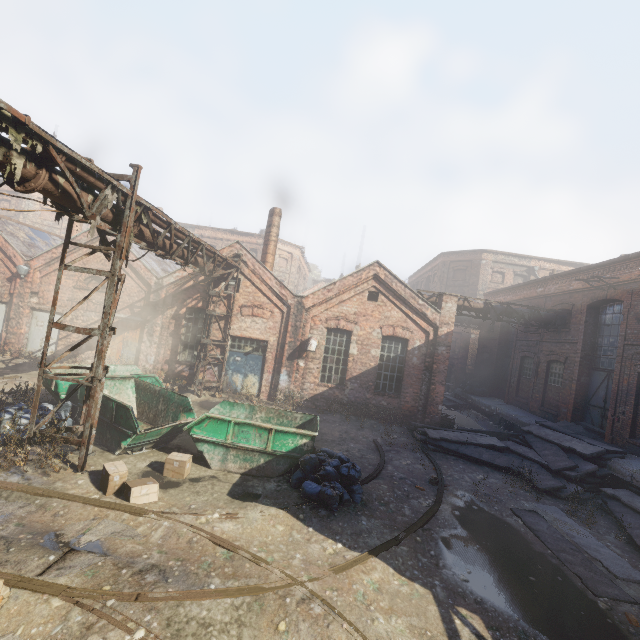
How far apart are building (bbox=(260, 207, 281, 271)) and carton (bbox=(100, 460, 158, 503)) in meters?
12.3

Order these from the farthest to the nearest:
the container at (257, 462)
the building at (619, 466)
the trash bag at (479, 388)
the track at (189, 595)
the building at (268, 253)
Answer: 1. the trash bag at (479, 388)
2. the building at (268, 253)
3. the building at (619, 466)
4. the container at (257, 462)
5. the track at (189, 595)

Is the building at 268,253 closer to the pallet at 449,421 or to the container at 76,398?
the container at 76,398

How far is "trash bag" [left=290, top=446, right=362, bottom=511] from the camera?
7.3m

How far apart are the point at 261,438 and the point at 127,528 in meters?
3.3

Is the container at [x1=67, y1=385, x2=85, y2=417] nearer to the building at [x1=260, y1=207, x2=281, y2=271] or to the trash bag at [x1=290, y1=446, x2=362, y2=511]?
the trash bag at [x1=290, y1=446, x2=362, y2=511]

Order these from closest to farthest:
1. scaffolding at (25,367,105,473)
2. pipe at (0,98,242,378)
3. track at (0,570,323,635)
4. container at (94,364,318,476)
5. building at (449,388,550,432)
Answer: track at (0,570,323,635) → pipe at (0,98,242,378) → scaffolding at (25,367,105,473) → container at (94,364,318,476) → building at (449,388,550,432)

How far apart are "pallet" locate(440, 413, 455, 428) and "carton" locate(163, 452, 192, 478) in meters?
11.7
